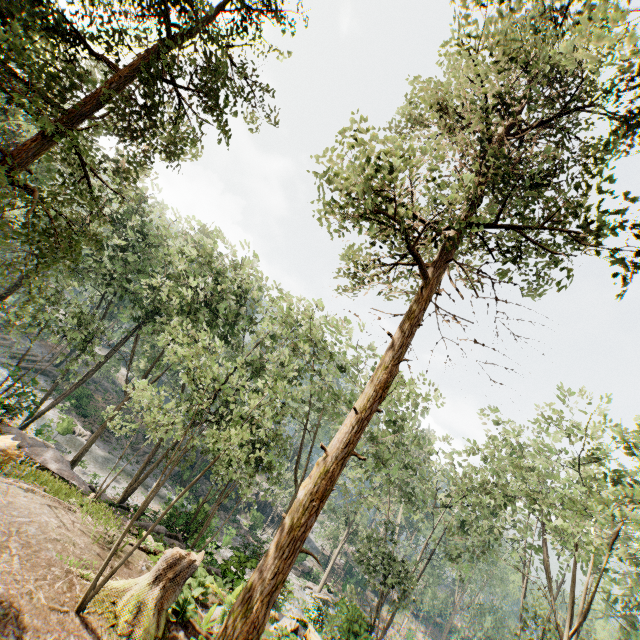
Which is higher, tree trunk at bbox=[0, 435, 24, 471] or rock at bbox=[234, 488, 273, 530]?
tree trunk at bbox=[0, 435, 24, 471]

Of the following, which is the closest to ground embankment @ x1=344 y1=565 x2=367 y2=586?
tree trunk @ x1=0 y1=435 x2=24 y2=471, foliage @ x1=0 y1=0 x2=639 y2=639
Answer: foliage @ x1=0 y1=0 x2=639 y2=639

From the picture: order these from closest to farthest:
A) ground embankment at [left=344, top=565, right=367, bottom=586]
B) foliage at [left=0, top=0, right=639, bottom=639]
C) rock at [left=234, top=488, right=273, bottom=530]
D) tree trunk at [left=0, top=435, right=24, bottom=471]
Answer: foliage at [left=0, top=0, right=639, bottom=639]
tree trunk at [left=0, top=435, right=24, bottom=471]
rock at [left=234, top=488, right=273, bottom=530]
ground embankment at [left=344, top=565, right=367, bottom=586]

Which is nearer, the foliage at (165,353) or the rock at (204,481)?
the foliage at (165,353)

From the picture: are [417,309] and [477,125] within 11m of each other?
yes

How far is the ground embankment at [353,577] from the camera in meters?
47.2

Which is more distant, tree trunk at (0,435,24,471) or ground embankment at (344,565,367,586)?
ground embankment at (344,565,367,586)

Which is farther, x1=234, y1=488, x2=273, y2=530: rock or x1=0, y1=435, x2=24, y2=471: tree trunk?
x1=234, y1=488, x2=273, y2=530: rock
